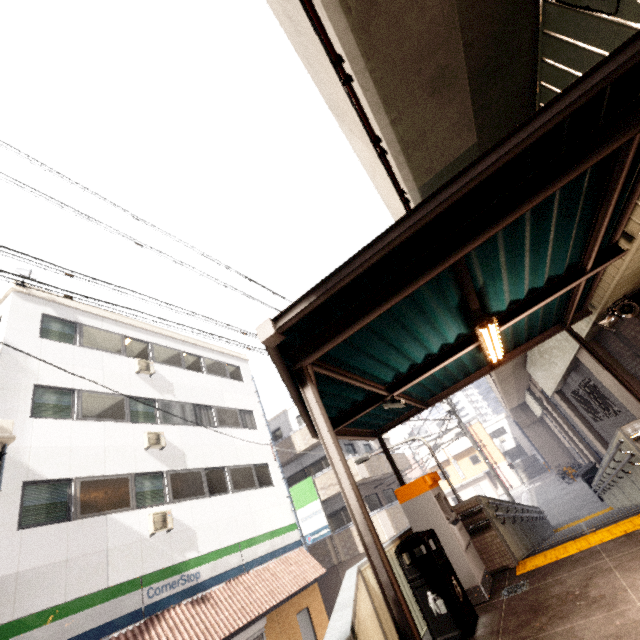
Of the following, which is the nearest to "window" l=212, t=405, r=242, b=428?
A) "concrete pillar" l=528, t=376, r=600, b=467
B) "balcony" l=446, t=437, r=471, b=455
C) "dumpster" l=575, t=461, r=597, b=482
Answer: "concrete pillar" l=528, t=376, r=600, b=467

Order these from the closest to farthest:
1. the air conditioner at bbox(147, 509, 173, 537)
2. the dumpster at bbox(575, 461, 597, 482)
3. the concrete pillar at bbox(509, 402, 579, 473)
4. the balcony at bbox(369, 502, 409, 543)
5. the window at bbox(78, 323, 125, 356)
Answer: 1. the air conditioner at bbox(147, 509, 173, 537)
2. the window at bbox(78, 323, 125, 356)
3. the balcony at bbox(369, 502, 409, 543)
4. the dumpster at bbox(575, 461, 597, 482)
5. the concrete pillar at bbox(509, 402, 579, 473)

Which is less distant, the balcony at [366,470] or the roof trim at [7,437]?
the roof trim at [7,437]

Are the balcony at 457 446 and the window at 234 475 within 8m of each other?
no

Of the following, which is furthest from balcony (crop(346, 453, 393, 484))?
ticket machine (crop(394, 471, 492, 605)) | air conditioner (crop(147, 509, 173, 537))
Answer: ticket machine (crop(394, 471, 492, 605))

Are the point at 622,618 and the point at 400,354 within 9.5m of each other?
yes

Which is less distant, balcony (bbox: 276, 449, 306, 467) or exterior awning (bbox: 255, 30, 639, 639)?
exterior awning (bbox: 255, 30, 639, 639)

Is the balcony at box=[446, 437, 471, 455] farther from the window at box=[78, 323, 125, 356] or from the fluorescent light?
the fluorescent light
